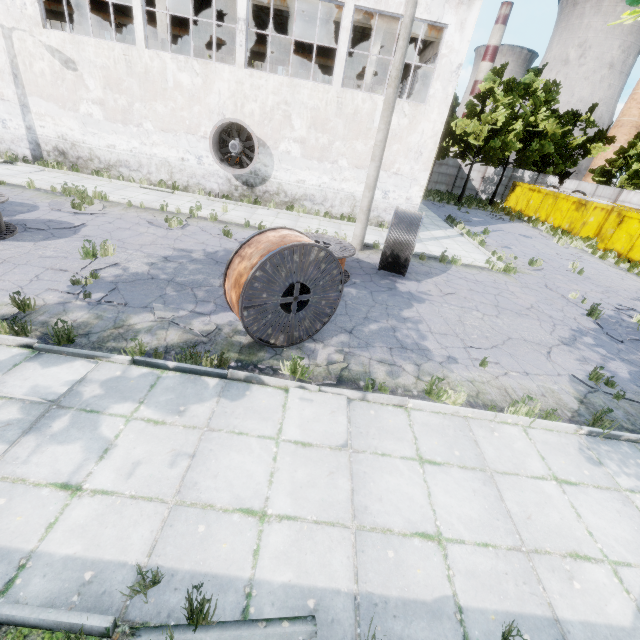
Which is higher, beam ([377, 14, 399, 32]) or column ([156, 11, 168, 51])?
beam ([377, 14, 399, 32])

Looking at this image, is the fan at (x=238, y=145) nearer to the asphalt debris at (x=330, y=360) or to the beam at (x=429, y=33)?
the beam at (x=429, y=33)

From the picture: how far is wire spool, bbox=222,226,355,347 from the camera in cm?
517

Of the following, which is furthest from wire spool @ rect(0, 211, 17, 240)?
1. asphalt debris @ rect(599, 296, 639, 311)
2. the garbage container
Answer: the garbage container

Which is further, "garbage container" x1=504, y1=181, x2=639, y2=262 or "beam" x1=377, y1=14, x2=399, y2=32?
"garbage container" x1=504, y1=181, x2=639, y2=262

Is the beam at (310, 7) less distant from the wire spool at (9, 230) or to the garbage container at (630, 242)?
the wire spool at (9, 230)

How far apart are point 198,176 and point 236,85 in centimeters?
427cm

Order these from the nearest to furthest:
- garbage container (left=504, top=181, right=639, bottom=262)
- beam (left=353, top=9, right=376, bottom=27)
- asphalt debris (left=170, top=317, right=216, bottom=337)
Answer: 1. asphalt debris (left=170, top=317, right=216, bottom=337)
2. beam (left=353, top=9, right=376, bottom=27)
3. garbage container (left=504, top=181, right=639, bottom=262)
